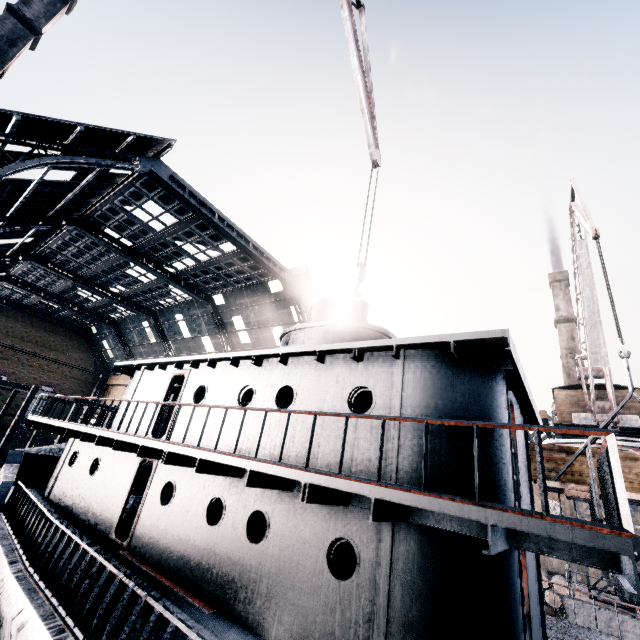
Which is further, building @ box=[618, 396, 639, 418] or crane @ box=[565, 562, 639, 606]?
building @ box=[618, 396, 639, 418]

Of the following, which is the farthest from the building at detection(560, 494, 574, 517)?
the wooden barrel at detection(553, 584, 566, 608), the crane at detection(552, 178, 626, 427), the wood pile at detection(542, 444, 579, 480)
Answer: the crane at detection(552, 178, 626, 427)

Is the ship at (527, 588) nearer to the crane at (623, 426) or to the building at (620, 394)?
the crane at (623, 426)

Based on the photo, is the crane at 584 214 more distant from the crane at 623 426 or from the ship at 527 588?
the ship at 527 588

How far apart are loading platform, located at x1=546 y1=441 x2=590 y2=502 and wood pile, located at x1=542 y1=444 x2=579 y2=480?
0.0m

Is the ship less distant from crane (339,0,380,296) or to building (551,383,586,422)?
crane (339,0,380,296)

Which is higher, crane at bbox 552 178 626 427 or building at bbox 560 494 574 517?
crane at bbox 552 178 626 427

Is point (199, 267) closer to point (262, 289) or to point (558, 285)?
point (262, 289)
